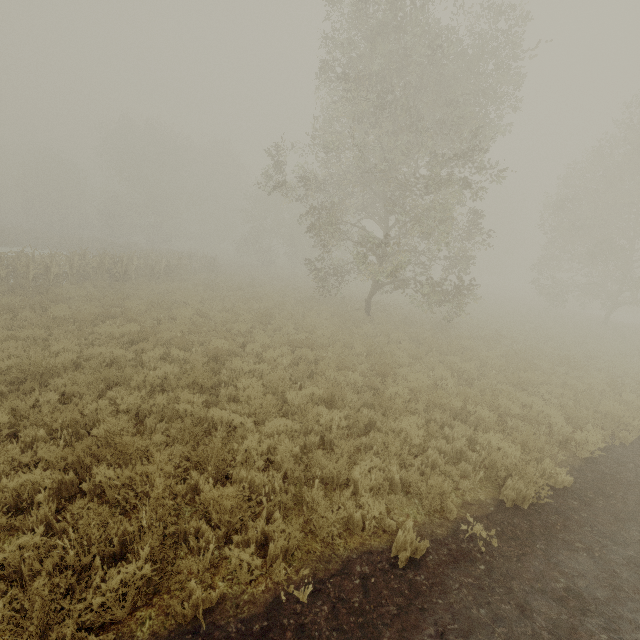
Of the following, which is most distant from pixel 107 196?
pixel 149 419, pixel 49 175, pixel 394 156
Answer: pixel 149 419
